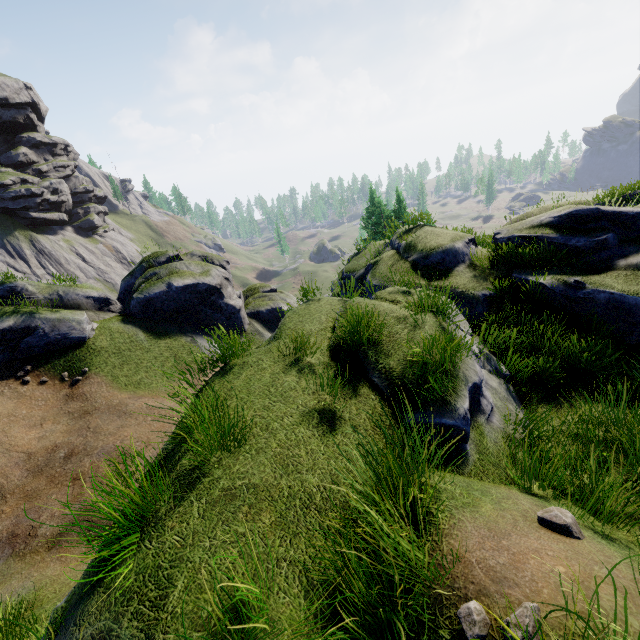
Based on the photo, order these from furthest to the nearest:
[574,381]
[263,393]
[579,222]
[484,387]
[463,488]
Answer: [579,222], [574,381], [484,387], [263,393], [463,488]
